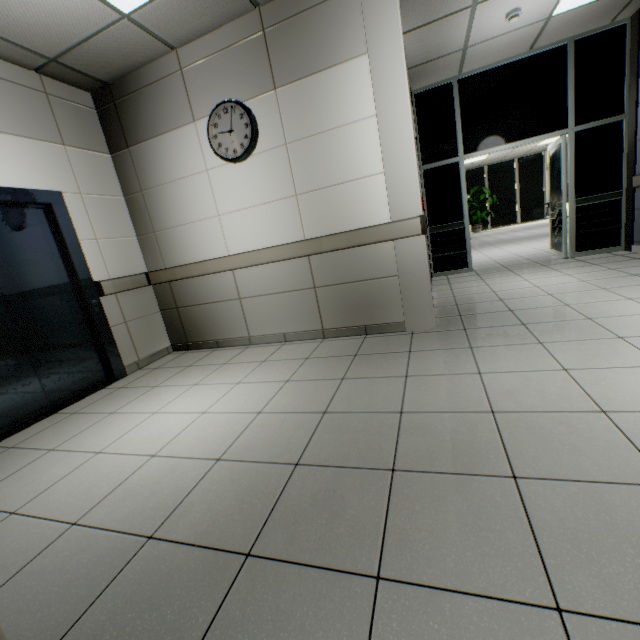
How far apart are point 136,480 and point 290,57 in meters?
3.7 m

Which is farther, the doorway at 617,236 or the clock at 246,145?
the doorway at 617,236

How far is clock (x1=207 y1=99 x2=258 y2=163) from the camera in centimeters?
326cm

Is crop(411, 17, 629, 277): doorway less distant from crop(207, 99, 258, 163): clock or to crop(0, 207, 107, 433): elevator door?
crop(207, 99, 258, 163): clock

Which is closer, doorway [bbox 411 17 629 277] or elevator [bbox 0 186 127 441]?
elevator [bbox 0 186 127 441]

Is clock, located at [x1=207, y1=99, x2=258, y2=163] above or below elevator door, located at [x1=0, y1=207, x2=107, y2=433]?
above

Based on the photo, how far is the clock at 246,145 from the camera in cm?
326
